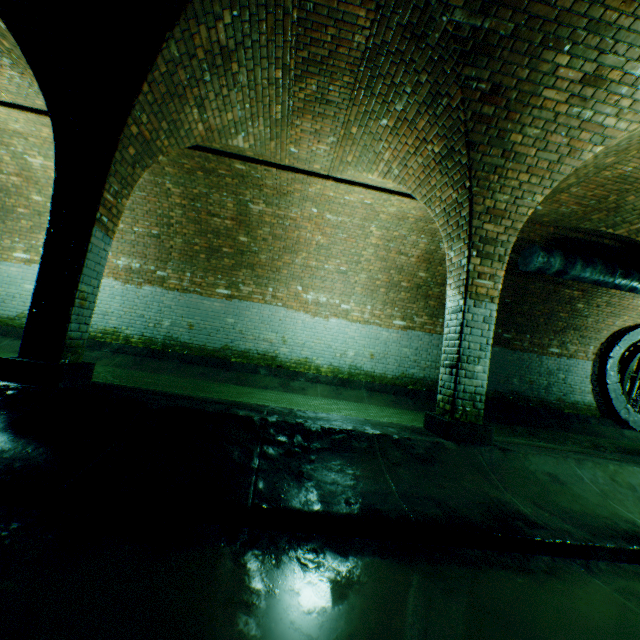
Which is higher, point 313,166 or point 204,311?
point 313,166

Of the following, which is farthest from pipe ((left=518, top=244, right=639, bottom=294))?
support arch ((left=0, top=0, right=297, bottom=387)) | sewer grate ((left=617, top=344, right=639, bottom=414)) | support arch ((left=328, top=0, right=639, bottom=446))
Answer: support arch ((left=0, top=0, right=297, bottom=387))

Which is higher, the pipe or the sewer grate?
the pipe

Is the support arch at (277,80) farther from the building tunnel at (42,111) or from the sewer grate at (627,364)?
the sewer grate at (627,364)

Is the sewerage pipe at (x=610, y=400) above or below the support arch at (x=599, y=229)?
below

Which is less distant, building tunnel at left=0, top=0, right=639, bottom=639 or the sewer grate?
building tunnel at left=0, top=0, right=639, bottom=639

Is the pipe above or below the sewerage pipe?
above

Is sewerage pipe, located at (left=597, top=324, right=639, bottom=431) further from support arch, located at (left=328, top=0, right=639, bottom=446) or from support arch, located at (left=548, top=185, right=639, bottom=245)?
support arch, located at (left=328, top=0, right=639, bottom=446)
